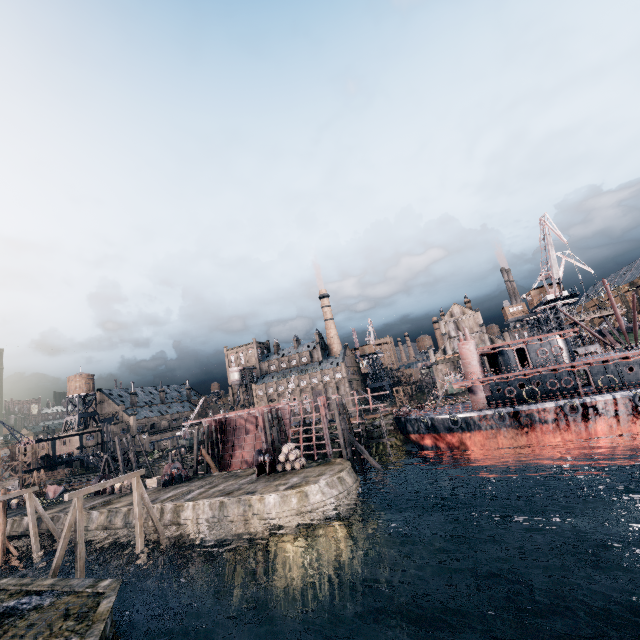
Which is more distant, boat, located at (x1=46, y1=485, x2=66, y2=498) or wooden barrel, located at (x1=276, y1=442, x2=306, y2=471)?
boat, located at (x1=46, y1=485, x2=66, y2=498)

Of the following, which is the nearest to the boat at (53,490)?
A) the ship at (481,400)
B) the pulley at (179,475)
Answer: the pulley at (179,475)

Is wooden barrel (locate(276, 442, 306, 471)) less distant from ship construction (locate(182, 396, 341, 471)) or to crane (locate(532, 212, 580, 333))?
ship construction (locate(182, 396, 341, 471))

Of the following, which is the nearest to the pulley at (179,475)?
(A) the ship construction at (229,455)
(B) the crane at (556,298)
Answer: (A) the ship construction at (229,455)

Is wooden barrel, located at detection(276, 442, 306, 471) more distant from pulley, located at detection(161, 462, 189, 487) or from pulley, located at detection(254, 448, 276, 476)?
pulley, located at detection(161, 462, 189, 487)

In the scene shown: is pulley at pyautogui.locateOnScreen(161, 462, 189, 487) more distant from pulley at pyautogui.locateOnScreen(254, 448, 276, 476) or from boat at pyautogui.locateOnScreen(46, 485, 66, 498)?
boat at pyautogui.locateOnScreen(46, 485, 66, 498)

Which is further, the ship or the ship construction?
the ship construction

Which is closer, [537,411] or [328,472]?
[328,472]
